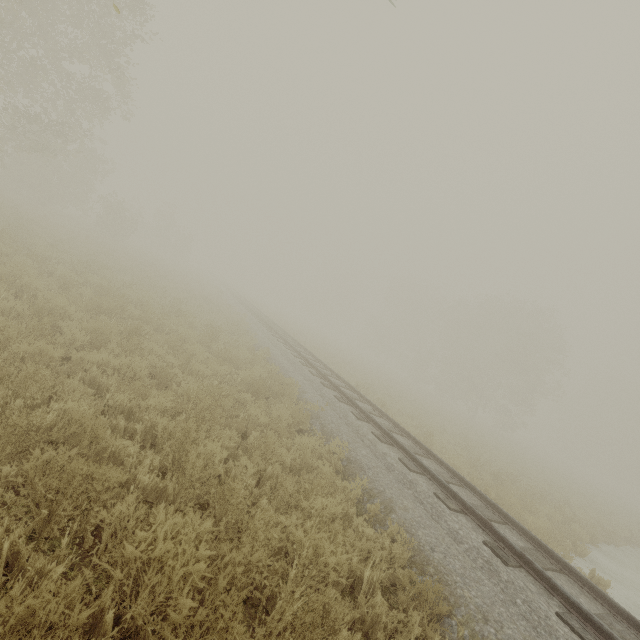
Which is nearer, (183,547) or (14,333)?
(183,547)
